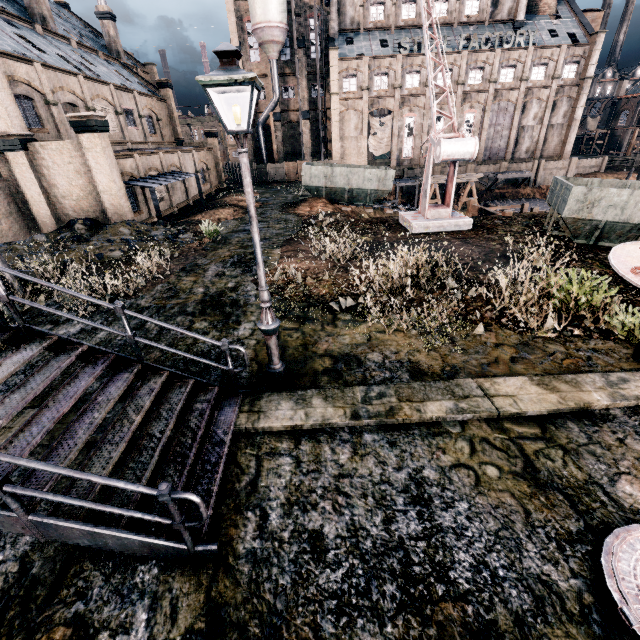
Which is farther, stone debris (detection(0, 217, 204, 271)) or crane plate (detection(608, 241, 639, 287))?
stone debris (detection(0, 217, 204, 271))

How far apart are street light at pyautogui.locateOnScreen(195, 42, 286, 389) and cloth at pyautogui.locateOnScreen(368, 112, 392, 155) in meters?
50.6 m

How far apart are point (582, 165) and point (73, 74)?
63.35m

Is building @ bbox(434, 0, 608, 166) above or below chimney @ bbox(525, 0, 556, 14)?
below

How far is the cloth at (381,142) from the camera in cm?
4769

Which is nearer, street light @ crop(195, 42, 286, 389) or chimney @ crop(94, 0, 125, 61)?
street light @ crop(195, 42, 286, 389)

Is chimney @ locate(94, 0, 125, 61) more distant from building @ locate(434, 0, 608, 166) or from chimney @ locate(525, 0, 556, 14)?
chimney @ locate(525, 0, 556, 14)

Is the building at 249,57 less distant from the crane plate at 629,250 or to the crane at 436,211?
the crane at 436,211
